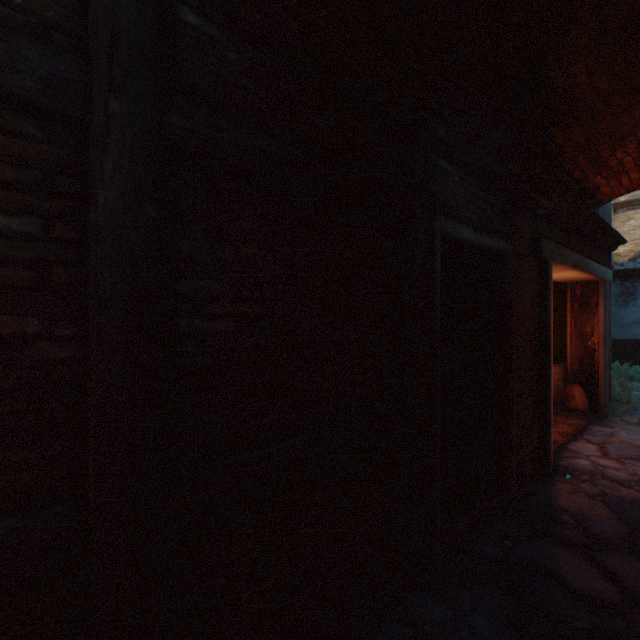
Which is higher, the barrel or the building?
the building

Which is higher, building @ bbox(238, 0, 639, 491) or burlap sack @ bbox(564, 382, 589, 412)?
building @ bbox(238, 0, 639, 491)

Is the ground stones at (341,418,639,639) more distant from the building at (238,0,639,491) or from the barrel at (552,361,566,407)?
the barrel at (552,361,566,407)

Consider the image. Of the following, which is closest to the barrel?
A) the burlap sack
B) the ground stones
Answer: the burlap sack

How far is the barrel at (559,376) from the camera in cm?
716

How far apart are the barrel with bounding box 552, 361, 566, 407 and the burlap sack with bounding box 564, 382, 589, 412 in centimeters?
4cm

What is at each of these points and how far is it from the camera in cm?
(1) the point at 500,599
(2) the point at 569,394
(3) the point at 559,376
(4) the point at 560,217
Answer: (1) ground stones, 241
(2) burlap sack, 694
(3) barrel, 717
(4) building, 489

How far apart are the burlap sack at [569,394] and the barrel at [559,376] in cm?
4
